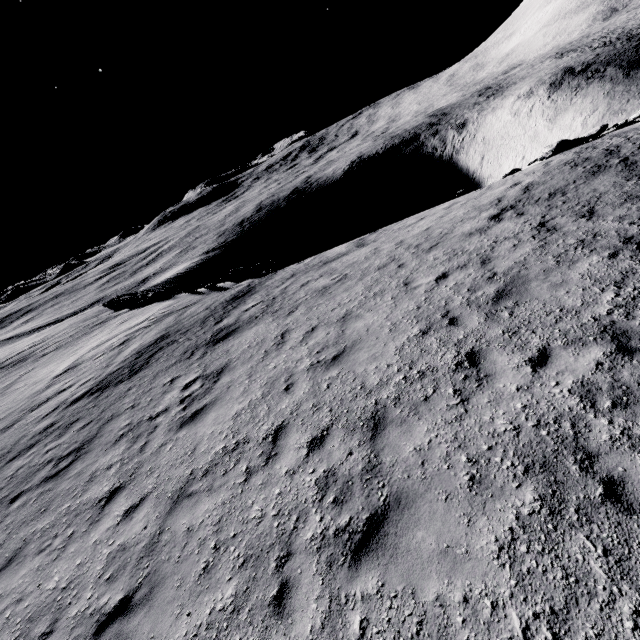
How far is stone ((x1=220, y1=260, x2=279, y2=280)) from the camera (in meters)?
20.03

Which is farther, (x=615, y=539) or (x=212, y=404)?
(x=212, y=404)

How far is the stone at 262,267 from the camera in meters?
20.0
